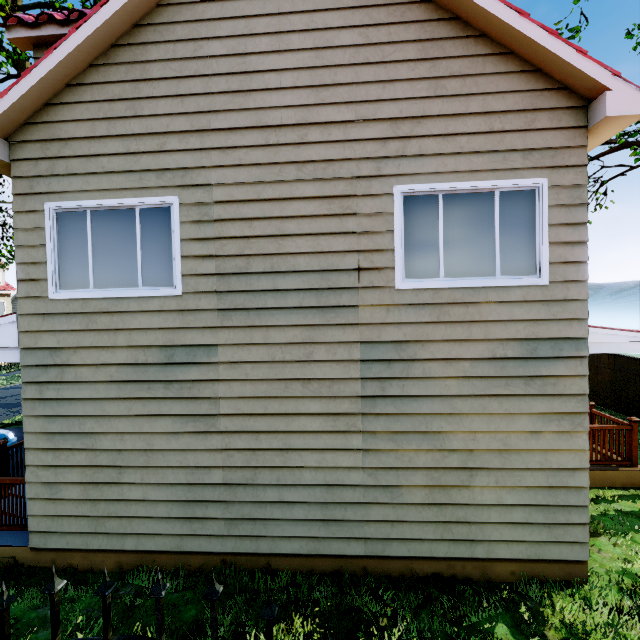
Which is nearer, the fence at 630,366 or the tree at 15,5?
the tree at 15,5

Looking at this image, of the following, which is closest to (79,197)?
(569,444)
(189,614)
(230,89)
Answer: (230,89)

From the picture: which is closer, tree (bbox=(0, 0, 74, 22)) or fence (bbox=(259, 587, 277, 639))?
fence (bbox=(259, 587, 277, 639))

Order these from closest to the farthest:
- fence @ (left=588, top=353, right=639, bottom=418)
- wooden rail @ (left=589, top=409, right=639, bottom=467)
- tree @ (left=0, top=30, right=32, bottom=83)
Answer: wooden rail @ (left=589, top=409, right=639, bottom=467), tree @ (left=0, top=30, right=32, bottom=83), fence @ (left=588, top=353, right=639, bottom=418)

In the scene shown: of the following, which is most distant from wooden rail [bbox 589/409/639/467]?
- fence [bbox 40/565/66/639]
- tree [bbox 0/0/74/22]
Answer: tree [bbox 0/0/74/22]

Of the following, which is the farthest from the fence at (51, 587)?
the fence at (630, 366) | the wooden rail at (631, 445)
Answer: the wooden rail at (631, 445)

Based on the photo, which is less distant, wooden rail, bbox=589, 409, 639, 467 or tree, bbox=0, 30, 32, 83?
wooden rail, bbox=589, 409, 639, 467

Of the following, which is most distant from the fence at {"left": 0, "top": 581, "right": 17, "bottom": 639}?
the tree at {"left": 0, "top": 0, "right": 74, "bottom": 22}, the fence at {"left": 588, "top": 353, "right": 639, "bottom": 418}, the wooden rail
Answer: the wooden rail
